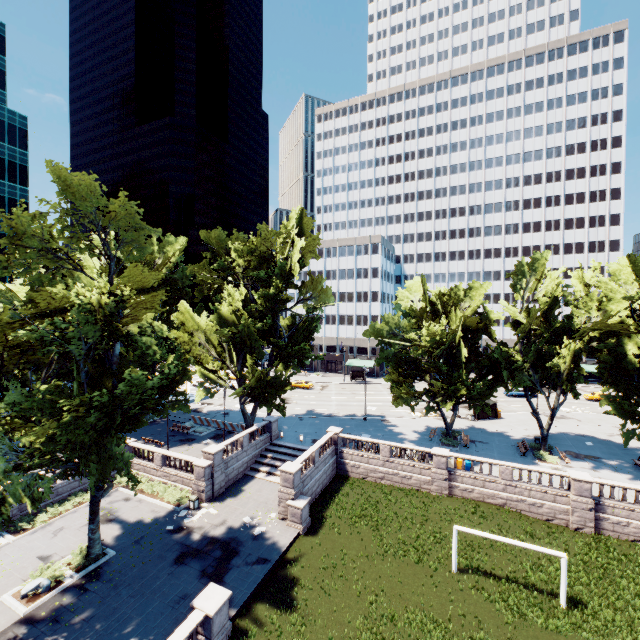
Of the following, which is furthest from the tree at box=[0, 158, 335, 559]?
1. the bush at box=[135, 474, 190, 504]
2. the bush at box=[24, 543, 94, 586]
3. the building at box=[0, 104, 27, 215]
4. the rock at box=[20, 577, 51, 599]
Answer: the building at box=[0, 104, 27, 215]

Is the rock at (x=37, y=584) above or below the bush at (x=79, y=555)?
above

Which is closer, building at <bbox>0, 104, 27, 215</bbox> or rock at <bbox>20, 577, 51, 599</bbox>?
rock at <bbox>20, 577, 51, 599</bbox>

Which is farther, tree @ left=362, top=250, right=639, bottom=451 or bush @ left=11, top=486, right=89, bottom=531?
tree @ left=362, top=250, right=639, bottom=451

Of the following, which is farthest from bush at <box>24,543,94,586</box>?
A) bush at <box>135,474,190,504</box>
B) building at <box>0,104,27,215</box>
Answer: building at <box>0,104,27,215</box>

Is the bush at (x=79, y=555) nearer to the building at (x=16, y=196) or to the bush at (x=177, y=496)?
the bush at (x=177, y=496)

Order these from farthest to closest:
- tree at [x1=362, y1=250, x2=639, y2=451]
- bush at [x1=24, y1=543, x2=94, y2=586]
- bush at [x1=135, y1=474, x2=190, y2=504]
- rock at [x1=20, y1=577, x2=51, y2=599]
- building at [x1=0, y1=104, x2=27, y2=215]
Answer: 1. building at [x1=0, y1=104, x2=27, y2=215]
2. tree at [x1=362, y1=250, x2=639, y2=451]
3. bush at [x1=135, y1=474, x2=190, y2=504]
4. bush at [x1=24, y1=543, x2=94, y2=586]
5. rock at [x1=20, y1=577, x2=51, y2=599]

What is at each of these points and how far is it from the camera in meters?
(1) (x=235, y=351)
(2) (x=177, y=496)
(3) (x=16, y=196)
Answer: (1) tree, 38.8 m
(2) bush, 27.5 m
(3) building, 58.5 m
